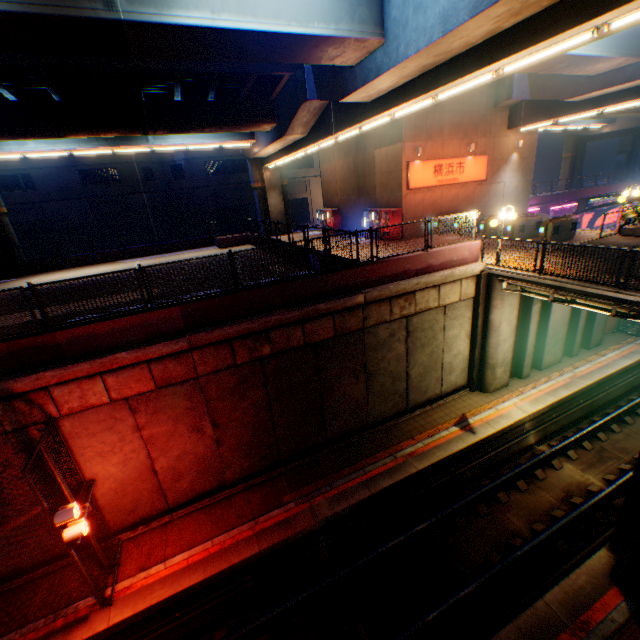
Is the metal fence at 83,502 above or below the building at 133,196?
below

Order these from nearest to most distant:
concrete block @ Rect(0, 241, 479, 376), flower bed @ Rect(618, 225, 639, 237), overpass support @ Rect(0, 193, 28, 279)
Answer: concrete block @ Rect(0, 241, 479, 376) → flower bed @ Rect(618, 225, 639, 237) → overpass support @ Rect(0, 193, 28, 279)

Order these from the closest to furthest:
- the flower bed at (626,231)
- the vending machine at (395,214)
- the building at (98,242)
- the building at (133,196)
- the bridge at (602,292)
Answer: the bridge at (602,292) → the flower bed at (626,231) → the vending machine at (395,214) → the building at (133,196) → the building at (98,242)

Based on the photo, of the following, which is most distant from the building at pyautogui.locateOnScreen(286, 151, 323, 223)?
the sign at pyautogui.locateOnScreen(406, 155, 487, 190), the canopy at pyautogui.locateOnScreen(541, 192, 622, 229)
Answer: the canopy at pyautogui.locateOnScreen(541, 192, 622, 229)

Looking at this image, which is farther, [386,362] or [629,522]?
[386,362]

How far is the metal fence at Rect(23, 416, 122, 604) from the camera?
7.3 meters

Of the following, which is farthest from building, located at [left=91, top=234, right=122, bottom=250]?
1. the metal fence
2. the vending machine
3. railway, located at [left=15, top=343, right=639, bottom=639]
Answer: railway, located at [left=15, top=343, right=639, bottom=639]

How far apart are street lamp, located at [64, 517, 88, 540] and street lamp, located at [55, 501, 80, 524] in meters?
0.3
